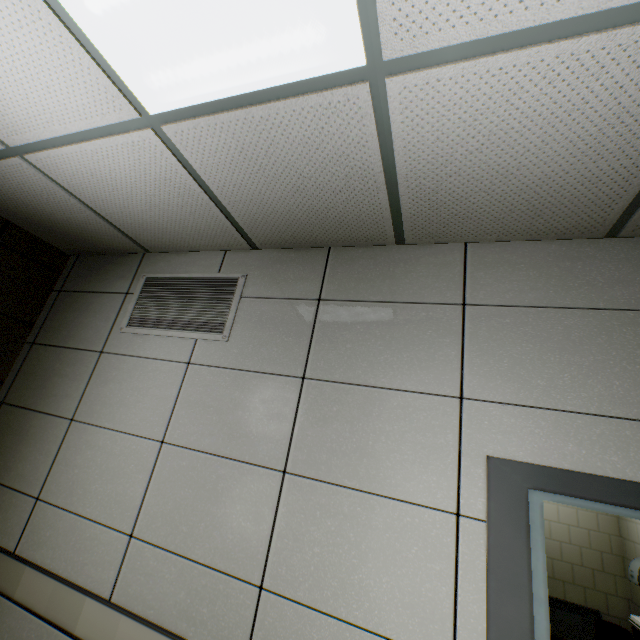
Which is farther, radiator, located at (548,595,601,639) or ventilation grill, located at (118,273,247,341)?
radiator, located at (548,595,601,639)

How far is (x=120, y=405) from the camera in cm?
212

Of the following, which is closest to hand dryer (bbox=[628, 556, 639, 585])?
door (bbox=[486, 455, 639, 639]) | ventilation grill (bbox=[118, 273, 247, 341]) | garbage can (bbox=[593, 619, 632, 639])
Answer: garbage can (bbox=[593, 619, 632, 639])

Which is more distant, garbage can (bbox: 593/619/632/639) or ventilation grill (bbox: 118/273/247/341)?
garbage can (bbox: 593/619/632/639)

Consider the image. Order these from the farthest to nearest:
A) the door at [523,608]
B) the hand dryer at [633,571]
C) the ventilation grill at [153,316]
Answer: the hand dryer at [633,571] → the ventilation grill at [153,316] → the door at [523,608]

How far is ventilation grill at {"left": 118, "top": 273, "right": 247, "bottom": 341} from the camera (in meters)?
2.13

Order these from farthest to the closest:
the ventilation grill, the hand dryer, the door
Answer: the hand dryer < the ventilation grill < the door

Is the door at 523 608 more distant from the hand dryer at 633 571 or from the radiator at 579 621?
the radiator at 579 621
